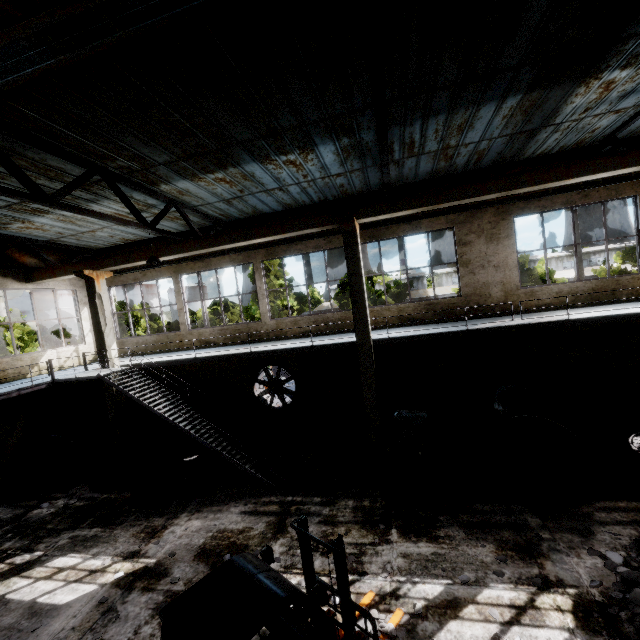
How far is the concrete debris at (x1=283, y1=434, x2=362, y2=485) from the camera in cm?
1017

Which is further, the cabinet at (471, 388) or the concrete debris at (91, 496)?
the cabinet at (471, 388)

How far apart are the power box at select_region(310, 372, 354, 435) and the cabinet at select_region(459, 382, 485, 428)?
4.2 meters

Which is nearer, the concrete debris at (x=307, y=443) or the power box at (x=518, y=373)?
the concrete debris at (x=307, y=443)

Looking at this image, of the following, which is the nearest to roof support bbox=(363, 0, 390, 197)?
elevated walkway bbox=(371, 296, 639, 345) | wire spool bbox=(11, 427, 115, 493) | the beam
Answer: the beam

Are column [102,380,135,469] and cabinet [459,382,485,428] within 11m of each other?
no

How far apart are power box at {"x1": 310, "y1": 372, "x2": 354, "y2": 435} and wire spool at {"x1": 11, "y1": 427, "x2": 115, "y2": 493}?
8.7 meters

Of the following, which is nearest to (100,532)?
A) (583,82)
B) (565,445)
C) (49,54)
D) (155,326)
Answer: (49,54)
